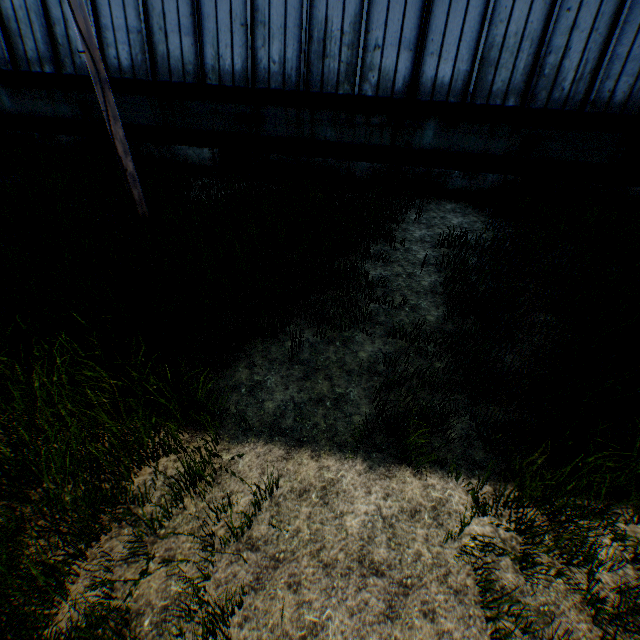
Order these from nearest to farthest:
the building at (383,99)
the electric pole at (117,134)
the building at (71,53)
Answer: the electric pole at (117,134) < the building at (383,99) < the building at (71,53)

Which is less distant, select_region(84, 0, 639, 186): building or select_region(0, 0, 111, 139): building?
select_region(84, 0, 639, 186): building

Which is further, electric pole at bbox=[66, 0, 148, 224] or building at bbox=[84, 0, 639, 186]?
building at bbox=[84, 0, 639, 186]

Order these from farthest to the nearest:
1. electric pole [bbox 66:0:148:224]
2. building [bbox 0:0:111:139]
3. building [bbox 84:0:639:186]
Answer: building [bbox 0:0:111:139] → building [bbox 84:0:639:186] → electric pole [bbox 66:0:148:224]

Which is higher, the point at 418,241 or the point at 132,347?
the point at 132,347

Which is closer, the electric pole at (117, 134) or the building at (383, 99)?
the electric pole at (117, 134)
